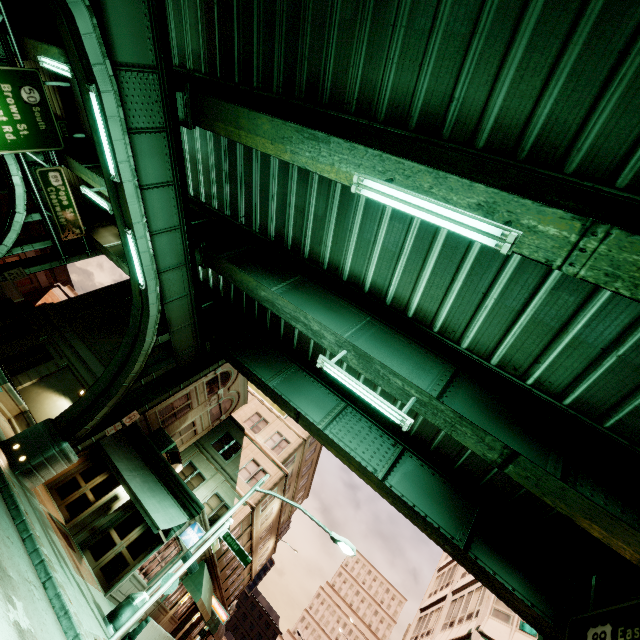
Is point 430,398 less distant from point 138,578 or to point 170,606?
point 138,578

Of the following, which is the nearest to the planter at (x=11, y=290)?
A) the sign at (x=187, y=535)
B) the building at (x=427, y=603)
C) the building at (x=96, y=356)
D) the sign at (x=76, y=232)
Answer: the building at (x=96, y=356)

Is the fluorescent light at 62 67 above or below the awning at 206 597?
above

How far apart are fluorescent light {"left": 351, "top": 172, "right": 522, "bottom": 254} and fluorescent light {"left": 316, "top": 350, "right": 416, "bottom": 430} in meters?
5.1 m

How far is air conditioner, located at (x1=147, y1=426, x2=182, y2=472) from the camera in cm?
1959

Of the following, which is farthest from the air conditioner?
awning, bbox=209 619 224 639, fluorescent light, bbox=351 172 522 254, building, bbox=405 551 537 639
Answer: fluorescent light, bbox=351 172 522 254

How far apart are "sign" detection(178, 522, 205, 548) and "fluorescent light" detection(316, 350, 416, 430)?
12.26m

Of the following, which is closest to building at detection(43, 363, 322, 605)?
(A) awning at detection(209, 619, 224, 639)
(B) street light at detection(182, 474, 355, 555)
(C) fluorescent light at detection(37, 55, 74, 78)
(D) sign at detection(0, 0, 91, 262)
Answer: (A) awning at detection(209, 619, 224, 639)
